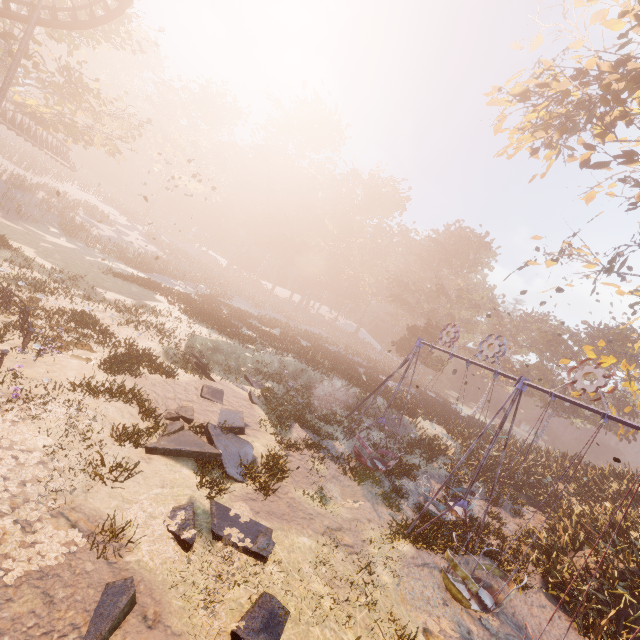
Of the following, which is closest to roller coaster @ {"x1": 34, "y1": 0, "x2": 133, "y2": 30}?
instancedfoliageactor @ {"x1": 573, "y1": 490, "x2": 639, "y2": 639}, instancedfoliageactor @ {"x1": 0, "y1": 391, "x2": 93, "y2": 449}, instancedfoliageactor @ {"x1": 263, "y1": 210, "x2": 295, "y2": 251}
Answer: instancedfoliageactor @ {"x1": 263, "y1": 210, "x2": 295, "y2": 251}

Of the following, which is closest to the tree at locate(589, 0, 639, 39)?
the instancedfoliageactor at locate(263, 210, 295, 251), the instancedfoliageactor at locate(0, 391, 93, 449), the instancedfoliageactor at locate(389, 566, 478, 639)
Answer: the instancedfoliageactor at locate(389, 566, 478, 639)

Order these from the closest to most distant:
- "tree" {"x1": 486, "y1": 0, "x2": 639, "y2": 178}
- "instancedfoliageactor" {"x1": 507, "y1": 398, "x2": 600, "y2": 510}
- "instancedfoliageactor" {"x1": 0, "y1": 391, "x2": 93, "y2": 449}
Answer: "instancedfoliageactor" {"x1": 0, "y1": 391, "x2": 93, "y2": 449}, "tree" {"x1": 486, "y1": 0, "x2": 639, "y2": 178}, "instancedfoliageactor" {"x1": 507, "y1": 398, "x2": 600, "y2": 510}

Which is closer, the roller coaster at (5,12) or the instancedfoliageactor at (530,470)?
the roller coaster at (5,12)

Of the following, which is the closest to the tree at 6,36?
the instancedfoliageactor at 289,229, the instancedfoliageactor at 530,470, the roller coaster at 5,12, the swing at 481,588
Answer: the roller coaster at 5,12

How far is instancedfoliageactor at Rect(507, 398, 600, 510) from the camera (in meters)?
19.71

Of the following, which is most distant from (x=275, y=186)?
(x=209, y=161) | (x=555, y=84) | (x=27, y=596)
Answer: (x=27, y=596)

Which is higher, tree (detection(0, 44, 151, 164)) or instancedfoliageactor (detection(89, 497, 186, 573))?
tree (detection(0, 44, 151, 164))
